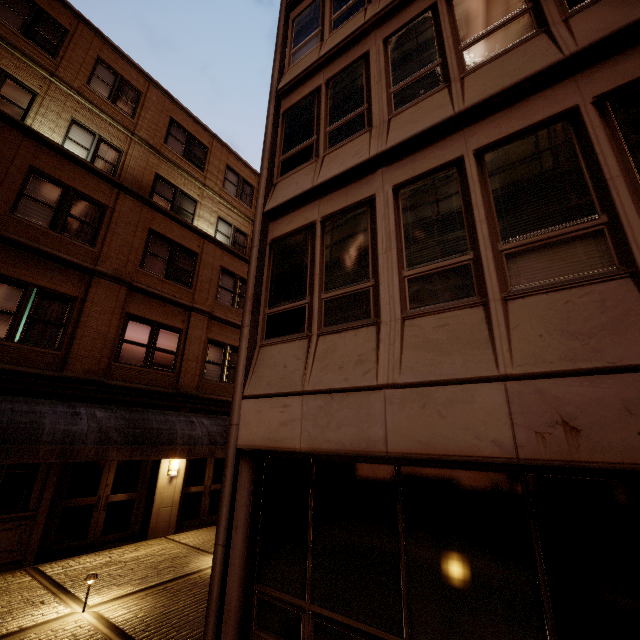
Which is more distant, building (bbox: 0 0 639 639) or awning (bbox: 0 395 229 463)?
awning (bbox: 0 395 229 463)

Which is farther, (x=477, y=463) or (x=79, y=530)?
(x=79, y=530)

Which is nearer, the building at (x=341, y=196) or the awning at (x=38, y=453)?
the building at (x=341, y=196)
